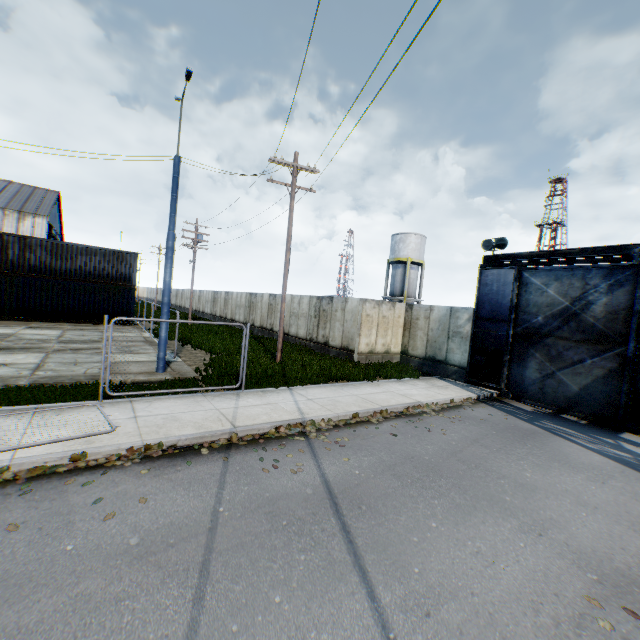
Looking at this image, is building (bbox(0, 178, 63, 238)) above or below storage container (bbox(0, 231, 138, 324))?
above

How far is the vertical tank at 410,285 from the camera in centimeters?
3725cm

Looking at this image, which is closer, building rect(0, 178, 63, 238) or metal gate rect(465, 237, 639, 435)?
metal gate rect(465, 237, 639, 435)

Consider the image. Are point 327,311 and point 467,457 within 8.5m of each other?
no

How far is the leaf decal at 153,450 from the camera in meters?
5.2

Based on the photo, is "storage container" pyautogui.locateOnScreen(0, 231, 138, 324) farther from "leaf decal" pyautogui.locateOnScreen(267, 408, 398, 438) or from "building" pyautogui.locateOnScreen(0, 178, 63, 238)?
"leaf decal" pyautogui.locateOnScreen(267, 408, 398, 438)

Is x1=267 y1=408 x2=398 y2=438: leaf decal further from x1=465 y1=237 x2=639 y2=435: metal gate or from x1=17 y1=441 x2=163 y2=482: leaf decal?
x1=465 y1=237 x2=639 y2=435: metal gate

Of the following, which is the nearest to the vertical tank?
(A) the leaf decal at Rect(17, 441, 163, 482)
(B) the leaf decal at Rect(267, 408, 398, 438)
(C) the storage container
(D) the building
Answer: (C) the storage container
